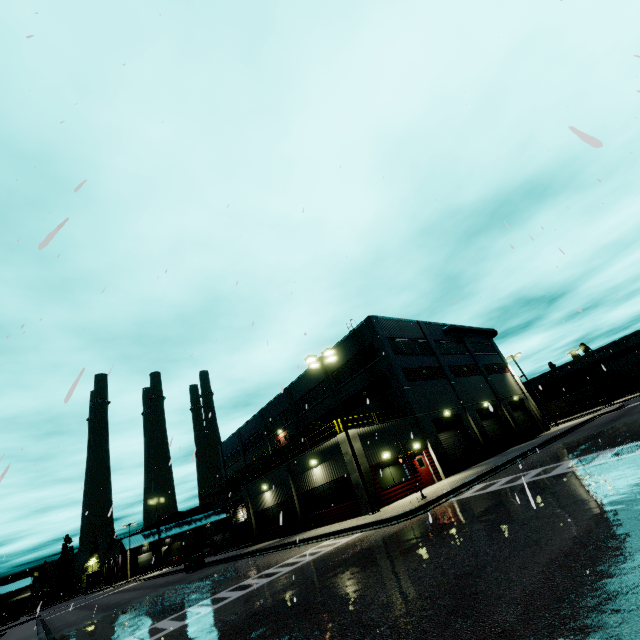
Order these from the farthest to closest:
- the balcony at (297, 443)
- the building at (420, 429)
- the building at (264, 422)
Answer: the building at (264, 422) → the balcony at (297, 443) → the building at (420, 429)

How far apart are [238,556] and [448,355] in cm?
2747

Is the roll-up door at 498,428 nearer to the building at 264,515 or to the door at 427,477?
the building at 264,515

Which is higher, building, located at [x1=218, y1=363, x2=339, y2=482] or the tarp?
building, located at [x1=218, y1=363, x2=339, y2=482]

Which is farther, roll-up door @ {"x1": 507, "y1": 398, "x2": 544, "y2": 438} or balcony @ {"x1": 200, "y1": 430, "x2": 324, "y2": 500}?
roll-up door @ {"x1": 507, "y1": 398, "x2": 544, "y2": 438}

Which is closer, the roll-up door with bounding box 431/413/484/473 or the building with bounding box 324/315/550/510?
the building with bounding box 324/315/550/510

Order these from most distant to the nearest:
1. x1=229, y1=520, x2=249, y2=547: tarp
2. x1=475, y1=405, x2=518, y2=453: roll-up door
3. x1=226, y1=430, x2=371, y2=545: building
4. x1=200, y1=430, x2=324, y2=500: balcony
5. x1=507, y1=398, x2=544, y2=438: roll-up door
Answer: x1=507, y1=398, x2=544, y2=438: roll-up door
x1=475, y1=405, x2=518, y2=453: roll-up door
x1=229, y1=520, x2=249, y2=547: tarp
x1=200, y1=430, x2=324, y2=500: balcony
x1=226, y1=430, x2=371, y2=545: building
